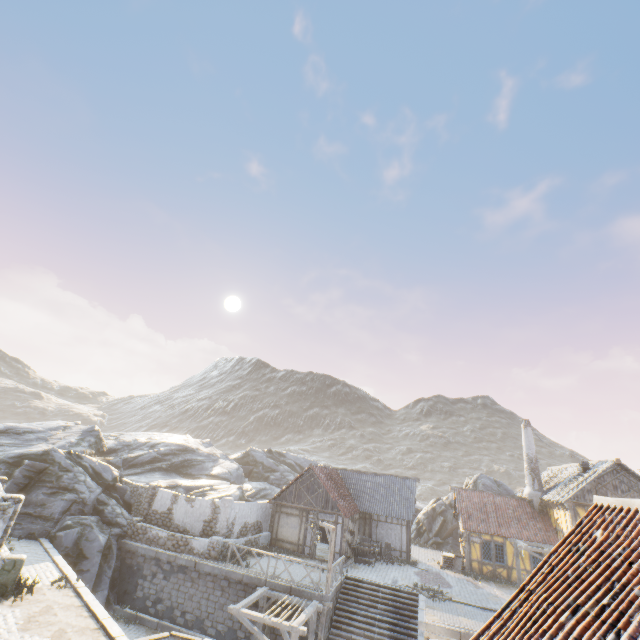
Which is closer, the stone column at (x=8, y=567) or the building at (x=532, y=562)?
the stone column at (x=8, y=567)

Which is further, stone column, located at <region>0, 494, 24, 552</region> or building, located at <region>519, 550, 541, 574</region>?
building, located at <region>519, 550, 541, 574</region>

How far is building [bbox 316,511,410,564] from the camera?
22.5m

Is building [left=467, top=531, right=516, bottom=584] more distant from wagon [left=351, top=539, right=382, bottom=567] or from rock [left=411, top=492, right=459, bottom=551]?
wagon [left=351, top=539, right=382, bottom=567]

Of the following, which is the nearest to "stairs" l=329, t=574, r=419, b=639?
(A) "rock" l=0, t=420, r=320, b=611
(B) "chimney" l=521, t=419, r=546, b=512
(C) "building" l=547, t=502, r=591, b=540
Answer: (A) "rock" l=0, t=420, r=320, b=611

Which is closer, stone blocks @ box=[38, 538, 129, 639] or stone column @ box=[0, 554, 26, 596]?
stone blocks @ box=[38, 538, 129, 639]

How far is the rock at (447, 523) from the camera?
31.98m

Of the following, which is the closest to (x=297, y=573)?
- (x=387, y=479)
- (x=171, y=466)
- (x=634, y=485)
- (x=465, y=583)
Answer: (x=465, y=583)
